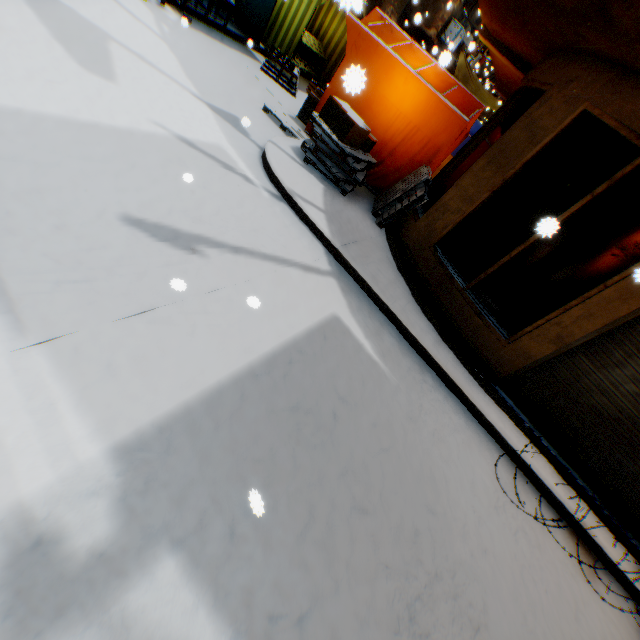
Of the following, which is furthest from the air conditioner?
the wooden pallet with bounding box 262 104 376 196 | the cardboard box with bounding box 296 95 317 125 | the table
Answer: the wooden pallet with bounding box 262 104 376 196

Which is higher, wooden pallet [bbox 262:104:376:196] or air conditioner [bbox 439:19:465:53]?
air conditioner [bbox 439:19:465:53]

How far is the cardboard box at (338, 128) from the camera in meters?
5.3 m

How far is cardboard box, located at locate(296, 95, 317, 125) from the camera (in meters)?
7.33

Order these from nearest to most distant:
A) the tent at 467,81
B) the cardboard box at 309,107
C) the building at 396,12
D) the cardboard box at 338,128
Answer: the cardboard box at 338,128
the cardboard box at 309,107
the building at 396,12
the tent at 467,81

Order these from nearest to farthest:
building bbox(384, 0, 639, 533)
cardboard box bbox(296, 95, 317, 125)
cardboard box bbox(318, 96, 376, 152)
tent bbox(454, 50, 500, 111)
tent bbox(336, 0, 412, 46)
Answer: tent bbox(336, 0, 412, 46), building bbox(384, 0, 639, 533), cardboard box bbox(318, 96, 376, 152), cardboard box bbox(296, 95, 317, 125), tent bbox(454, 50, 500, 111)

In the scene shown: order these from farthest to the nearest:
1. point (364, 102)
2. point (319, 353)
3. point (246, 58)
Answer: point (246, 58) → point (364, 102) → point (319, 353)

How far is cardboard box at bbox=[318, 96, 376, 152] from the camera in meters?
5.3 m
